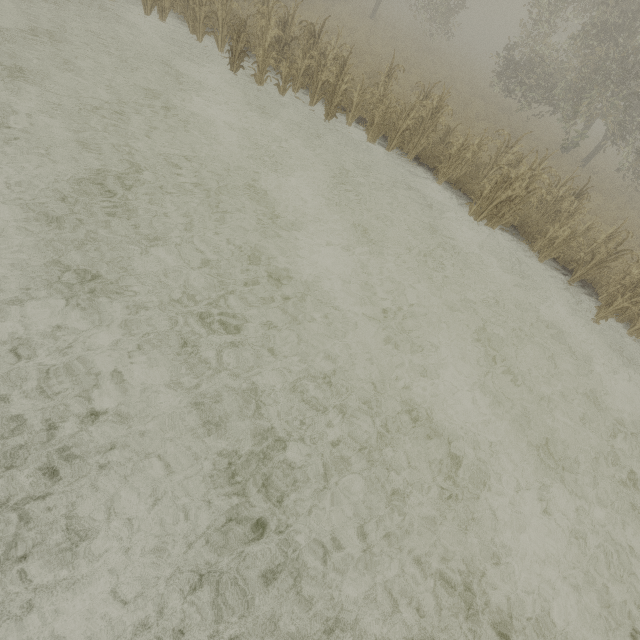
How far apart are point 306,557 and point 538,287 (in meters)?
8.89
